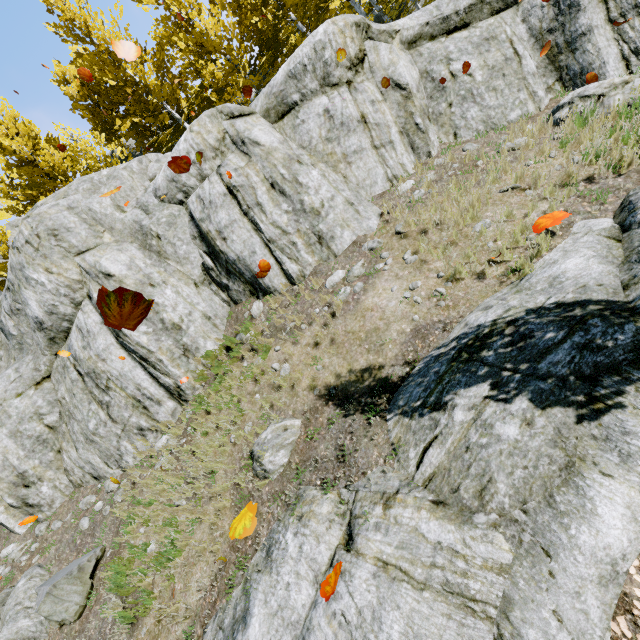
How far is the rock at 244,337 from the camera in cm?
793

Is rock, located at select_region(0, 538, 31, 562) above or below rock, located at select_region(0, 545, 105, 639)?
above

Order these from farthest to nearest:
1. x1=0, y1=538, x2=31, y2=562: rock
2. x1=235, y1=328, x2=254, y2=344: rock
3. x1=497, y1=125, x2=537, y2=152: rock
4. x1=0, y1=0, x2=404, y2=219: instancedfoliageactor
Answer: x1=0, y1=0, x2=404, y2=219: instancedfoliageactor, x1=0, y1=538, x2=31, y2=562: rock, x1=235, y1=328, x2=254, y2=344: rock, x1=497, y1=125, x2=537, y2=152: rock

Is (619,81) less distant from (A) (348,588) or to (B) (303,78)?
(B) (303,78)

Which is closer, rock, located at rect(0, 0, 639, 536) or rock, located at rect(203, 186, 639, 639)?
rock, located at rect(203, 186, 639, 639)
